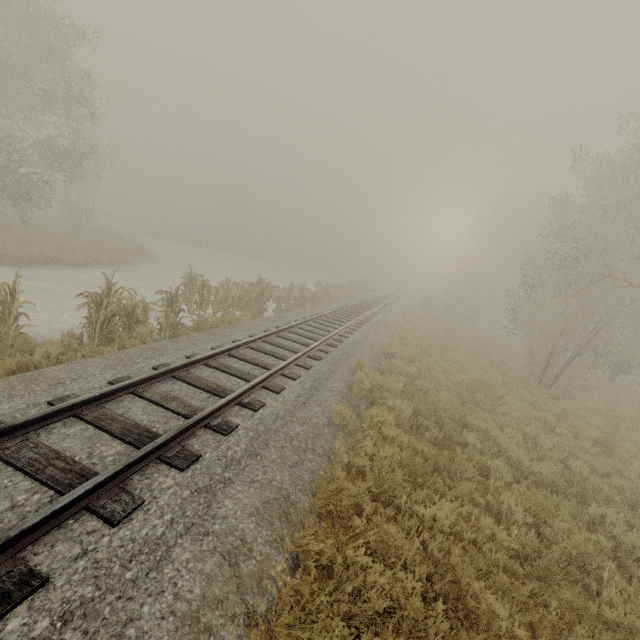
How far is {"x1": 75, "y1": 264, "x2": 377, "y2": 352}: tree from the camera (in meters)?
8.15

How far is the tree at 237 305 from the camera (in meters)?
8.15

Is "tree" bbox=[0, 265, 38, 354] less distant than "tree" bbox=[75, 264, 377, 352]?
Yes

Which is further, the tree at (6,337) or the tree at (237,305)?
the tree at (237,305)

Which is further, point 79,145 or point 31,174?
point 79,145
